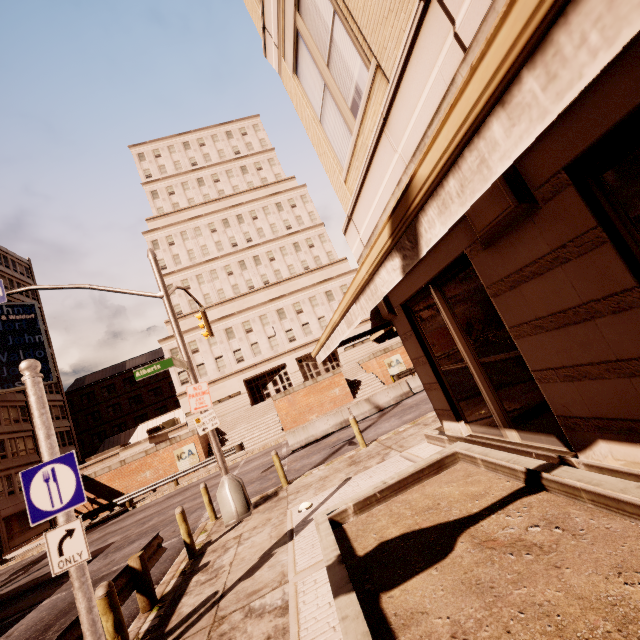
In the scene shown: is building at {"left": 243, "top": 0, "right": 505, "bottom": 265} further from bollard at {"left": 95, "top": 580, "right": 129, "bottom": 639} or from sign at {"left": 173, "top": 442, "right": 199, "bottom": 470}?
sign at {"left": 173, "top": 442, "right": 199, "bottom": 470}

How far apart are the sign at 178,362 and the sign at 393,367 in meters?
23.4 m

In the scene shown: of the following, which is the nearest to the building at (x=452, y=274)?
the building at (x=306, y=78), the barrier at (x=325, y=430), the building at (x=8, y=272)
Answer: the building at (x=8, y=272)

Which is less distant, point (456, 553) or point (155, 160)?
point (456, 553)

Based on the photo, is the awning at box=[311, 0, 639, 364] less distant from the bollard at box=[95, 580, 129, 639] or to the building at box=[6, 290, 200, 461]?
the bollard at box=[95, 580, 129, 639]

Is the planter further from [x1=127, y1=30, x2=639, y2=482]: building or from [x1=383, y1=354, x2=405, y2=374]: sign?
[x1=127, y1=30, x2=639, y2=482]: building

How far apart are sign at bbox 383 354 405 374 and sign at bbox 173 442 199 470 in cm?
1866

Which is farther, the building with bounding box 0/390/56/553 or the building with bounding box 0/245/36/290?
the building with bounding box 0/245/36/290
